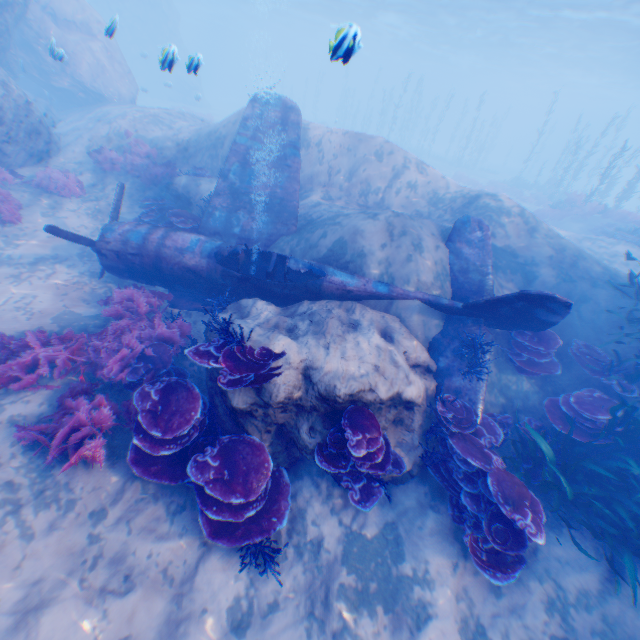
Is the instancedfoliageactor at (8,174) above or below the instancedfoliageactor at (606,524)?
above

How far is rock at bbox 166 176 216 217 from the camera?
10.6m

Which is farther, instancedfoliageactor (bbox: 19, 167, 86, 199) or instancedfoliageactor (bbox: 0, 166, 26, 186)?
instancedfoliageactor (bbox: 19, 167, 86, 199)

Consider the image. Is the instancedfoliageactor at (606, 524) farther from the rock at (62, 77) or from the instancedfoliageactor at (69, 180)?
the instancedfoliageactor at (69, 180)

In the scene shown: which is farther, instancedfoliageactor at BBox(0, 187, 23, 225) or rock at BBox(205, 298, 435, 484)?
instancedfoliageactor at BBox(0, 187, 23, 225)

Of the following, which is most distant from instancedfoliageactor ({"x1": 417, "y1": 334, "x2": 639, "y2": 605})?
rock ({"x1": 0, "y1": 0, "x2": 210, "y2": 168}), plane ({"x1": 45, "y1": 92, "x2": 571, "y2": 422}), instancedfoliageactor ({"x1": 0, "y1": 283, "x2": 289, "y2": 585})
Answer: instancedfoliageactor ({"x1": 0, "y1": 283, "x2": 289, "y2": 585})

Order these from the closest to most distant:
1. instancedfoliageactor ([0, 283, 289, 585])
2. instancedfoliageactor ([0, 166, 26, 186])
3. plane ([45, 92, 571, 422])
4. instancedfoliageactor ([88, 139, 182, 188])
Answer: instancedfoliageactor ([0, 283, 289, 585]), plane ([45, 92, 571, 422]), instancedfoliageactor ([0, 166, 26, 186]), instancedfoliageactor ([88, 139, 182, 188])

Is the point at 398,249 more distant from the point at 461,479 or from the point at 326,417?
the point at 461,479
